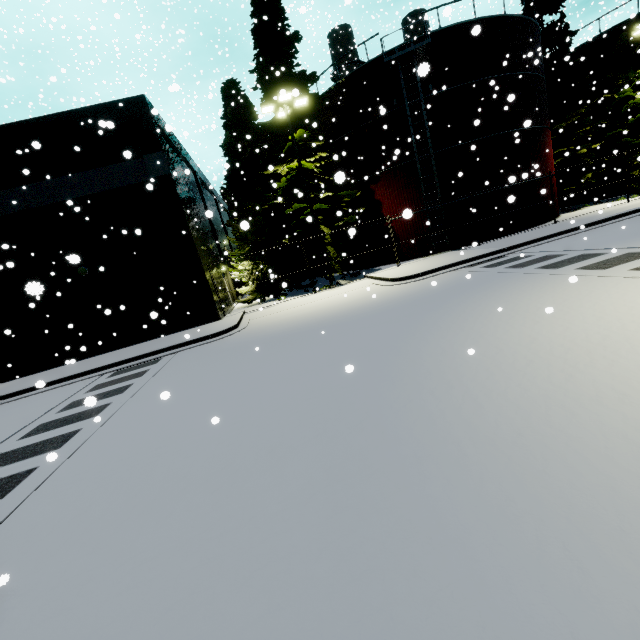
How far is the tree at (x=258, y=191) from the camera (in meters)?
19.12

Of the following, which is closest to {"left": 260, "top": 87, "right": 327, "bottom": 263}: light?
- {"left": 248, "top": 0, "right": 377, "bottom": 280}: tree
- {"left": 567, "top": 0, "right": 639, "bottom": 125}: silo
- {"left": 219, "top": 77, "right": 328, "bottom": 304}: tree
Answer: {"left": 248, "top": 0, "right": 377, "bottom": 280}: tree

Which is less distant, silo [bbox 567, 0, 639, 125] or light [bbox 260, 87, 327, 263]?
light [bbox 260, 87, 327, 263]

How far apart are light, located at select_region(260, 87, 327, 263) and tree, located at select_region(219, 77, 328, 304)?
3.5m

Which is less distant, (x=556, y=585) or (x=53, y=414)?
(x=556, y=585)

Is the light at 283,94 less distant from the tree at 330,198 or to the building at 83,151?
the tree at 330,198

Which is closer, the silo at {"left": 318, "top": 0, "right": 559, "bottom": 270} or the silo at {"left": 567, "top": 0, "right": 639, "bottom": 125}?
the silo at {"left": 318, "top": 0, "right": 559, "bottom": 270}

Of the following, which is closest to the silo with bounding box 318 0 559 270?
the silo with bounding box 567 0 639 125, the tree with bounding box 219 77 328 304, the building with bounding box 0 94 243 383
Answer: the building with bounding box 0 94 243 383
